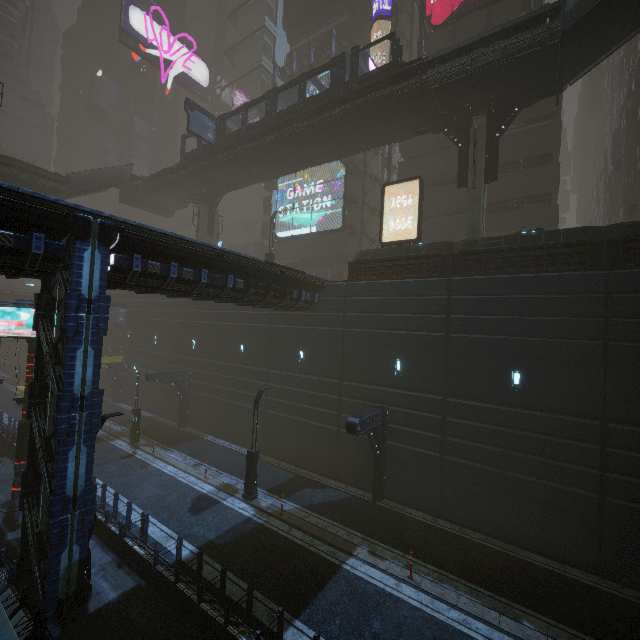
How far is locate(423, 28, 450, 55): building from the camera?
28.6 meters

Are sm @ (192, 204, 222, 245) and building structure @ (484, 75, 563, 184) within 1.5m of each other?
no

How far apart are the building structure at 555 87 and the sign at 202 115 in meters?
21.0

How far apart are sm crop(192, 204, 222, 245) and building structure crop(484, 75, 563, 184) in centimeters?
2574cm

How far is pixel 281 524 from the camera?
14.63m

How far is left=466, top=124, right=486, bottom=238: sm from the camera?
18.19m

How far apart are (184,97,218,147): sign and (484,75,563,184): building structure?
21.04m

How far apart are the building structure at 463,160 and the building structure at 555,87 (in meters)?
0.68
